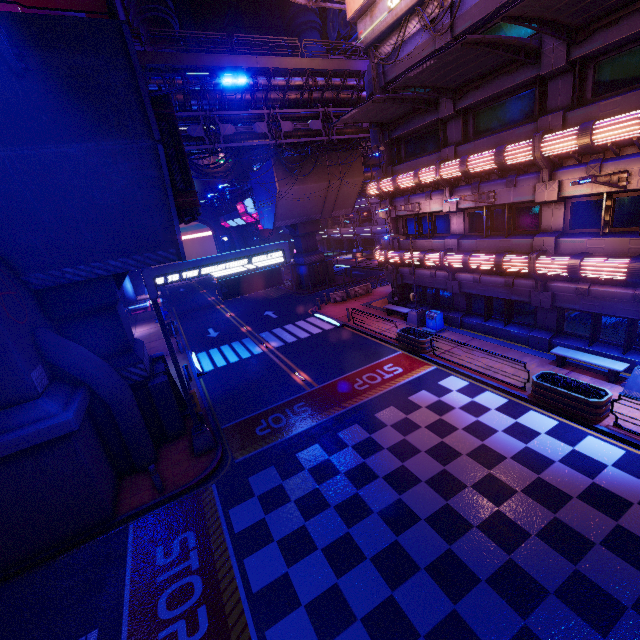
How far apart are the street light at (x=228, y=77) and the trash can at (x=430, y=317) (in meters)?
14.98

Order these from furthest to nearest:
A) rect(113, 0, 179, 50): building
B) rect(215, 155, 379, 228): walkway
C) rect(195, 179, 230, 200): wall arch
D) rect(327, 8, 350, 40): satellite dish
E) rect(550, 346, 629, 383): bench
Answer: rect(195, 179, 230, 200): wall arch → rect(327, 8, 350, 40): satellite dish → rect(113, 0, 179, 50): building → rect(215, 155, 379, 228): walkway → rect(550, 346, 629, 383): bench

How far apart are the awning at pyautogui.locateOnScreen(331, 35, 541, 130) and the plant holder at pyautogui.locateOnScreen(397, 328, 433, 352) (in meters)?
11.49

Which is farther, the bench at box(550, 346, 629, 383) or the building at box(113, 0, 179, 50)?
the building at box(113, 0, 179, 50)

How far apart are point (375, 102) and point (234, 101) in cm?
1314

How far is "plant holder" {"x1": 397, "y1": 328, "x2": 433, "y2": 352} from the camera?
17.14m

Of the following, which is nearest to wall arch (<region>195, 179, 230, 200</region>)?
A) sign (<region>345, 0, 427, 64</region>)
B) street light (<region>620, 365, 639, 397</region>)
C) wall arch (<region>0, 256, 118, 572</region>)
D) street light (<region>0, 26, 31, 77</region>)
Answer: sign (<region>345, 0, 427, 64</region>)

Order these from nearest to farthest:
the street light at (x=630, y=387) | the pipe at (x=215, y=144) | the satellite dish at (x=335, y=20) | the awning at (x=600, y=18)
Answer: the awning at (x=600, y=18), the street light at (x=630, y=387), the pipe at (x=215, y=144), the satellite dish at (x=335, y=20)
